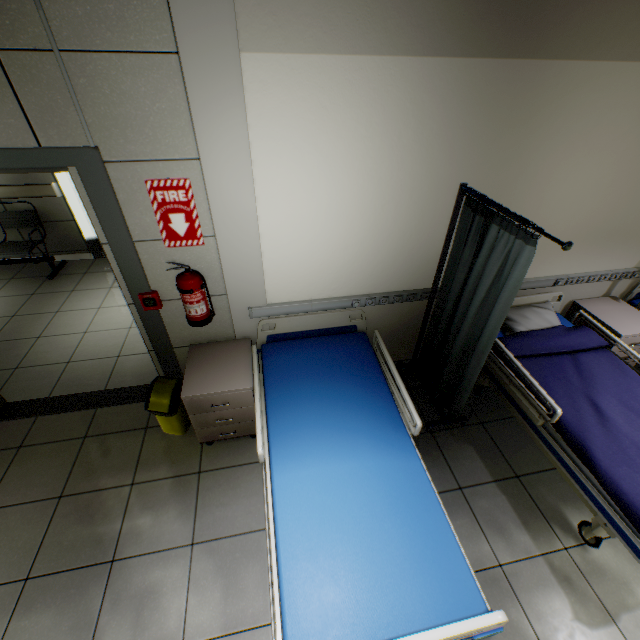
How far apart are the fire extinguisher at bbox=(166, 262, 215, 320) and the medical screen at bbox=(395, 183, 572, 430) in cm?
187

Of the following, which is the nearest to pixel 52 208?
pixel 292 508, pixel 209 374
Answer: pixel 209 374

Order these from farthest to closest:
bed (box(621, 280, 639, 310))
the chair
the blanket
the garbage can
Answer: the chair, bed (box(621, 280, 639, 310)), the garbage can, the blanket

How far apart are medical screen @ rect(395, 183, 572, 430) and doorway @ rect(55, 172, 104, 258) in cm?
387

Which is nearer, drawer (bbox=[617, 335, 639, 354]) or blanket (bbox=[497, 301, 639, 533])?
blanket (bbox=[497, 301, 639, 533])

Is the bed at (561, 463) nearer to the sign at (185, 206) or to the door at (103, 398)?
the door at (103, 398)

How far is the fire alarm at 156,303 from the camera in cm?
235

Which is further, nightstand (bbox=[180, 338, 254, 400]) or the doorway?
the doorway
